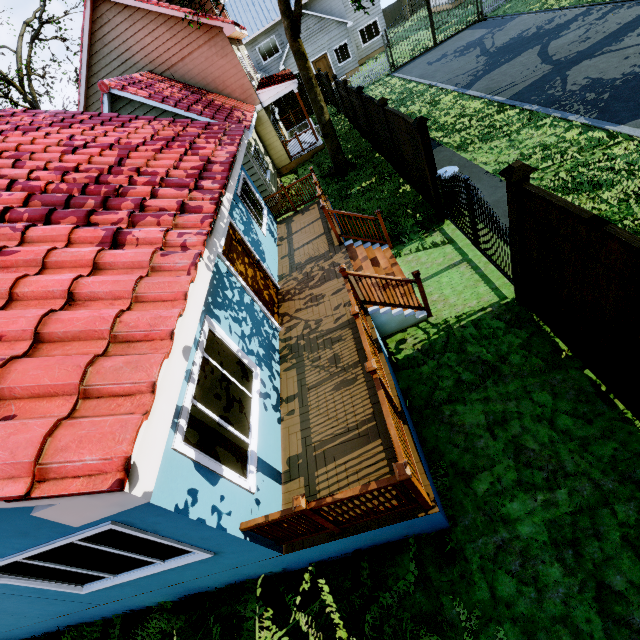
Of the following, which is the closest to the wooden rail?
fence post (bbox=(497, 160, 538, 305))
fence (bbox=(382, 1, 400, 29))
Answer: fence post (bbox=(497, 160, 538, 305))

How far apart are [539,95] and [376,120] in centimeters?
580cm

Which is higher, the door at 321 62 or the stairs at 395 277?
the door at 321 62

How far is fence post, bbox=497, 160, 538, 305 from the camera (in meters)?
4.15

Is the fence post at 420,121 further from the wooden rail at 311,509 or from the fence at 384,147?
the wooden rail at 311,509

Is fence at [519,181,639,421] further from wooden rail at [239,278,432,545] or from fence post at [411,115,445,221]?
wooden rail at [239,278,432,545]

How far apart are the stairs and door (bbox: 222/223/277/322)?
1.88m

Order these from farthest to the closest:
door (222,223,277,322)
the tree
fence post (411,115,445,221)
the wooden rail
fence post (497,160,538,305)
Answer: the tree → fence post (411,115,445,221) → door (222,223,277,322) → fence post (497,160,538,305) → the wooden rail
